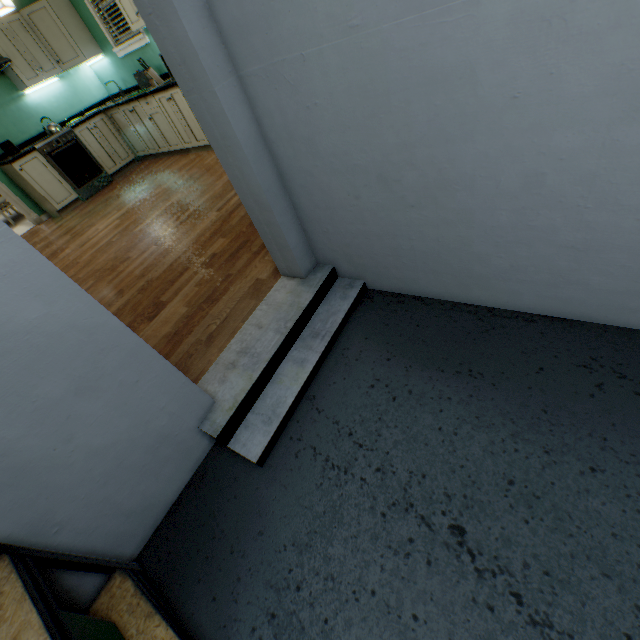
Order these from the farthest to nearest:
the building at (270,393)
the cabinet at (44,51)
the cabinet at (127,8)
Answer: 1. the cabinet at (44,51)
2. the cabinet at (127,8)
3. the building at (270,393)

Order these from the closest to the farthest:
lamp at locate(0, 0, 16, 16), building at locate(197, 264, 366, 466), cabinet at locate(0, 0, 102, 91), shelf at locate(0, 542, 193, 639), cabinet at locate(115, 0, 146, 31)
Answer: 1. shelf at locate(0, 542, 193, 639)
2. building at locate(197, 264, 366, 466)
3. lamp at locate(0, 0, 16, 16)
4. cabinet at locate(115, 0, 146, 31)
5. cabinet at locate(0, 0, 102, 91)

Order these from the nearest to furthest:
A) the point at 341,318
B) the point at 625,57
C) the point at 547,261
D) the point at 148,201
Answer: the point at 625,57 < the point at 547,261 < the point at 341,318 < the point at 148,201

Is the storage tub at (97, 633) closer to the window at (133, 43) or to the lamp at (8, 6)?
the lamp at (8, 6)

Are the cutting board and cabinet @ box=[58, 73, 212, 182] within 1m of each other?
yes

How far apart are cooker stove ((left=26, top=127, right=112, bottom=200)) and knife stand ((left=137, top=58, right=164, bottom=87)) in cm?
151

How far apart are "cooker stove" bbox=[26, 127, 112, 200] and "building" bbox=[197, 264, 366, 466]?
5.0 meters

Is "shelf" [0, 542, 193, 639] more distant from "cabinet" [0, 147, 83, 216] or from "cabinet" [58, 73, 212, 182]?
"cabinet" [0, 147, 83, 216]
